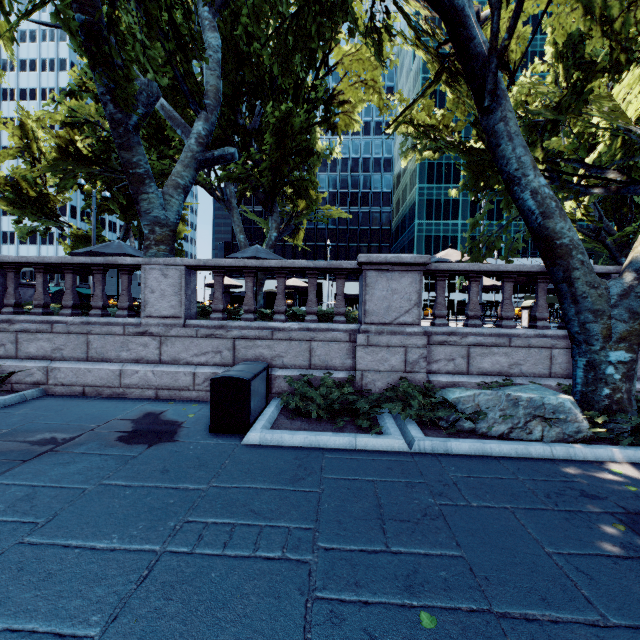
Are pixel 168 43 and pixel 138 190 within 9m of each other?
yes

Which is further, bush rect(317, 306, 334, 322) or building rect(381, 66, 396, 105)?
building rect(381, 66, 396, 105)

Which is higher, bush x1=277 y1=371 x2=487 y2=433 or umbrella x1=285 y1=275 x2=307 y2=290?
umbrella x1=285 y1=275 x2=307 y2=290

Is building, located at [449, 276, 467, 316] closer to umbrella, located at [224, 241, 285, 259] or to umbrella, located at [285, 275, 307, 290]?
umbrella, located at [285, 275, 307, 290]

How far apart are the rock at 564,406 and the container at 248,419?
3.02m

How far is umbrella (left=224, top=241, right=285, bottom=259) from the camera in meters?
11.2

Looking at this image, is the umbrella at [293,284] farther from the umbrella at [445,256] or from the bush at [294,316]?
the bush at [294,316]

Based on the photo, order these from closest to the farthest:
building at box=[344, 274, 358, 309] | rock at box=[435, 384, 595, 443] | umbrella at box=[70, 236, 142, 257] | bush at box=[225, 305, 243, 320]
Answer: rock at box=[435, 384, 595, 443] → bush at box=[225, 305, 243, 320] → umbrella at box=[70, 236, 142, 257] → building at box=[344, 274, 358, 309]
